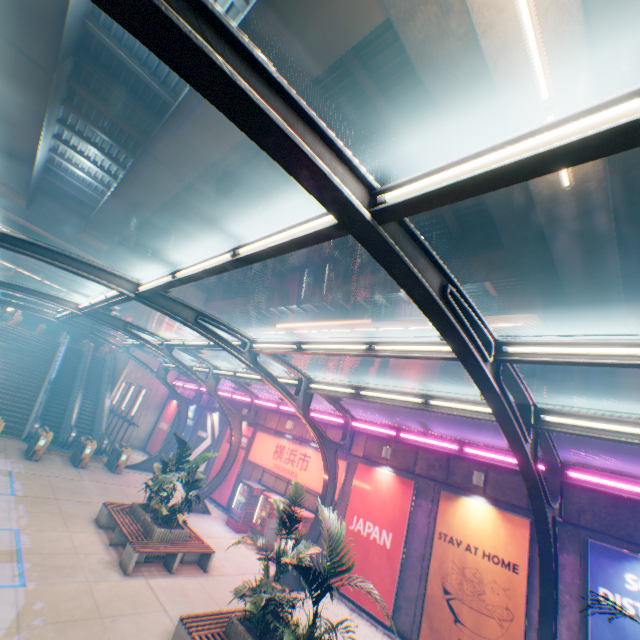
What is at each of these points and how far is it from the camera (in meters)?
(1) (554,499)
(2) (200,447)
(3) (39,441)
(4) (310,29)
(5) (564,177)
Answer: (1) canopy, 8.23
(2) billboard, 21.69
(3) ticket machine, 15.82
(4) overpass support, 7.96
(5) street lamp, 7.82

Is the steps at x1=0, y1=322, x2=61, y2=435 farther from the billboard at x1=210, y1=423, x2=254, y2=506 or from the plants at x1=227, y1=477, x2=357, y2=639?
the plants at x1=227, y1=477, x2=357, y2=639

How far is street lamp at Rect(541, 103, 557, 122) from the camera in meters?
6.7

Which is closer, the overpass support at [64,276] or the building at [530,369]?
the building at [530,369]

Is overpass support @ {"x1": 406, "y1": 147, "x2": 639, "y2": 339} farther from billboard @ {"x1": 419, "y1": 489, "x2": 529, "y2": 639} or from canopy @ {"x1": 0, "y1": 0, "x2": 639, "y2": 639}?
billboard @ {"x1": 419, "y1": 489, "x2": 529, "y2": 639}

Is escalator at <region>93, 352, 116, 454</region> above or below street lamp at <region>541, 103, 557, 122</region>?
below

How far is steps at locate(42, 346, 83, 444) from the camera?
21.5m

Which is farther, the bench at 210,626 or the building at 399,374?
the building at 399,374
